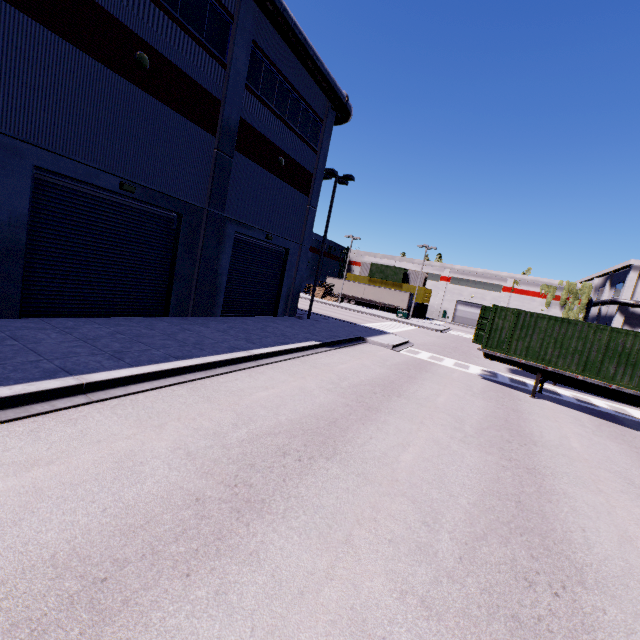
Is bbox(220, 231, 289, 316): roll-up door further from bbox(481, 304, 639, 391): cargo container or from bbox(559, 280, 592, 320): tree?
bbox(559, 280, 592, 320): tree

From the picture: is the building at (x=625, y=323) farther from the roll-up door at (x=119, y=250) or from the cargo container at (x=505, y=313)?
the cargo container at (x=505, y=313)

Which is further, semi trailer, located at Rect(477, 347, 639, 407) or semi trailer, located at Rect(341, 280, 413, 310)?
semi trailer, located at Rect(341, 280, 413, 310)

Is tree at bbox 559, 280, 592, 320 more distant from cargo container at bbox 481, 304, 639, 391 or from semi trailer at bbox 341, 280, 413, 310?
semi trailer at bbox 341, 280, 413, 310

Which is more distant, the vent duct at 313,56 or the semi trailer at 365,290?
the semi trailer at 365,290

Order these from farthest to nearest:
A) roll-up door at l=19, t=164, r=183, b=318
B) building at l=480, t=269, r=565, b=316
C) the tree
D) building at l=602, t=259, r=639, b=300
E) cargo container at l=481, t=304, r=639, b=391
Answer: building at l=480, t=269, r=565, b=316 → the tree → building at l=602, t=259, r=639, b=300 → cargo container at l=481, t=304, r=639, b=391 → roll-up door at l=19, t=164, r=183, b=318

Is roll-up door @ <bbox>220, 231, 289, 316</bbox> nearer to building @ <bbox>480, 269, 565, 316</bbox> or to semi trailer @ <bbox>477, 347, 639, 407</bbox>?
building @ <bbox>480, 269, 565, 316</bbox>

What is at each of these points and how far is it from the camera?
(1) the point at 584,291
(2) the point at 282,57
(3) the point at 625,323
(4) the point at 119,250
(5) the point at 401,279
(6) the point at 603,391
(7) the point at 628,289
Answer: (1) tree, 52.8m
(2) building, 16.0m
(3) building, 50.9m
(4) roll-up door, 11.8m
(5) cargo container, 56.1m
(6) semi trailer, 12.5m
(7) building, 50.3m
